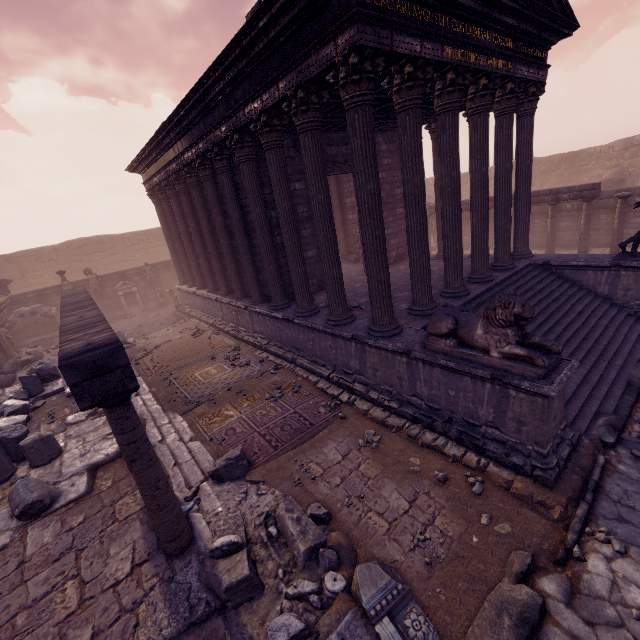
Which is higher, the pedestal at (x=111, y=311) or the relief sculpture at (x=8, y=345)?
the relief sculpture at (x=8, y=345)

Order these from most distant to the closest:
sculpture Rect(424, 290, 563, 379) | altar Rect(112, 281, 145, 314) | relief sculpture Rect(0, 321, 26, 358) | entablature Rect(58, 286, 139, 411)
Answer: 1. altar Rect(112, 281, 145, 314)
2. relief sculpture Rect(0, 321, 26, 358)
3. sculpture Rect(424, 290, 563, 379)
4. entablature Rect(58, 286, 139, 411)

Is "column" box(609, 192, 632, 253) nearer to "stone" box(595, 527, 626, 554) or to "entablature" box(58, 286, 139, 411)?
"stone" box(595, 527, 626, 554)

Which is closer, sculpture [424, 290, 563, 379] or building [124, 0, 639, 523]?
sculpture [424, 290, 563, 379]

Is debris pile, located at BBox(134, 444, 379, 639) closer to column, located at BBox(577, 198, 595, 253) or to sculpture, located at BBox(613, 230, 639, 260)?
sculpture, located at BBox(613, 230, 639, 260)

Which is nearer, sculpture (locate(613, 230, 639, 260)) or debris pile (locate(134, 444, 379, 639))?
debris pile (locate(134, 444, 379, 639))

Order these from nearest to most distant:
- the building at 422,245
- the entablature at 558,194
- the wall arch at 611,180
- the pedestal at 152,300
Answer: the building at 422,245
the entablature at 558,194
the wall arch at 611,180
the pedestal at 152,300

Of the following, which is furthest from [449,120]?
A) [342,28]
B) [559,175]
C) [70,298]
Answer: [559,175]
